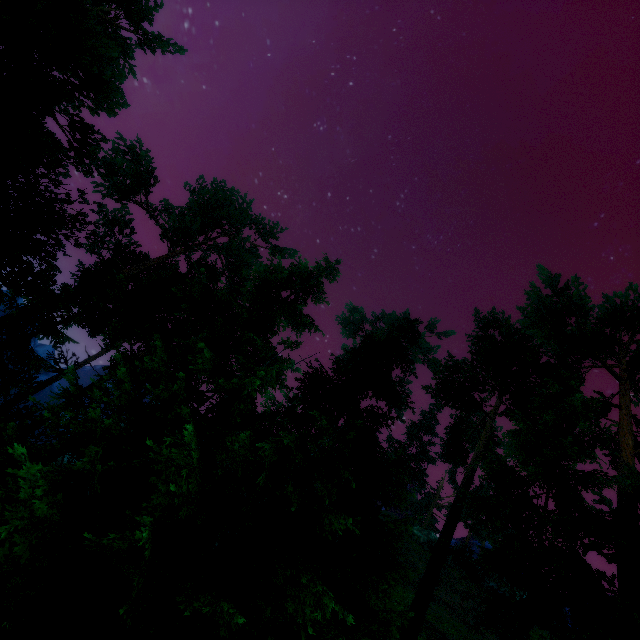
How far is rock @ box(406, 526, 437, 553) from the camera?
28.52m

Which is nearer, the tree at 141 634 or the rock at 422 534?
the tree at 141 634

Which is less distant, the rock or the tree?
the tree

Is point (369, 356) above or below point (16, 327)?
above

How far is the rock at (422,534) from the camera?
28.52m
